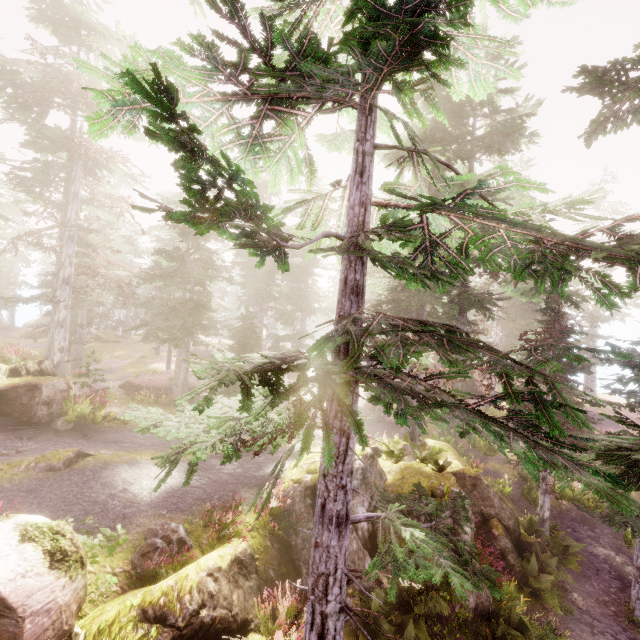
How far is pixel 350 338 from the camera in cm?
327

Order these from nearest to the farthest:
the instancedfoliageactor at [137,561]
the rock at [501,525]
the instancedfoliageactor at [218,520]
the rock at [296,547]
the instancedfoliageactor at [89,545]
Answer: the instancedfoliageactor at [89,545] → the instancedfoliageactor at [137,561] → the instancedfoliageactor at [218,520] → the rock at [296,547] → the rock at [501,525]

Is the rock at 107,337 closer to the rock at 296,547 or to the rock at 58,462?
the rock at 296,547

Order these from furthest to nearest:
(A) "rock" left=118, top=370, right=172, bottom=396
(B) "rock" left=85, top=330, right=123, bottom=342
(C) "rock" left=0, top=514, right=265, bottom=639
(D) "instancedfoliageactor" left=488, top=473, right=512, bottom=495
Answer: (B) "rock" left=85, top=330, right=123, bottom=342, (A) "rock" left=118, top=370, right=172, bottom=396, (D) "instancedfoliageactor" left=488, top=473, right=512, bottom=495, (C) "rock" left=0, top=514, right=265, bottom=639

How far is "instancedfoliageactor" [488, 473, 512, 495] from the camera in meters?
15.7 m

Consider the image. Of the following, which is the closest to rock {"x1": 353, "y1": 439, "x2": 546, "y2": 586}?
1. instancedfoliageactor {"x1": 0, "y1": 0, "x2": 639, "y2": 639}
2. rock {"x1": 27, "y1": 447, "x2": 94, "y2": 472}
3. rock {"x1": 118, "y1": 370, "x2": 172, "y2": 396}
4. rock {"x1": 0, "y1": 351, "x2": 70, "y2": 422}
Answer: instancedfoliageactor {"x1": 0, "y1": 0, "x2": 639, "y2": 639}

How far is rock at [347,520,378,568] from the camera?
9.0m
